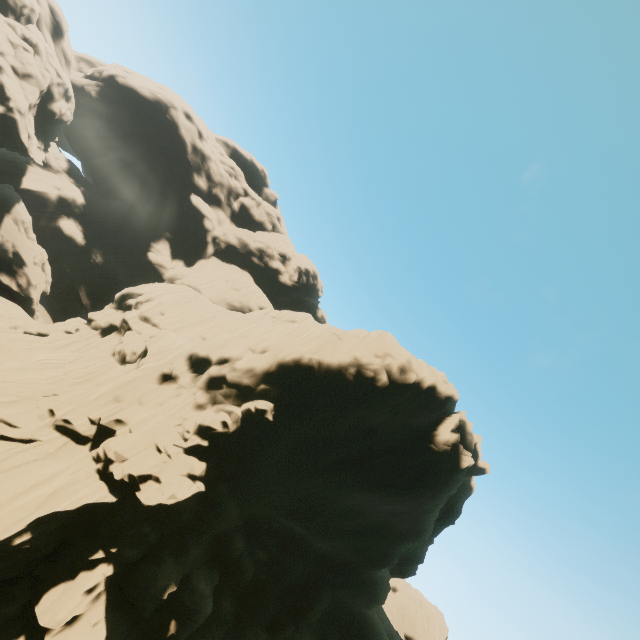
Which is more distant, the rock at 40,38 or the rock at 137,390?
the rock at 40,38

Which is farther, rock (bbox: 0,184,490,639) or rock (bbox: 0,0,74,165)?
rock (bbox: 0,0,74,165)

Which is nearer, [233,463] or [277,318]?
[233,463]
